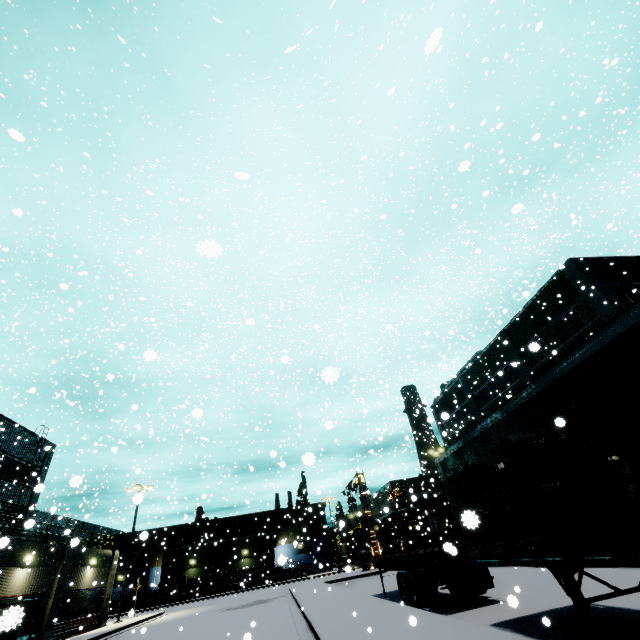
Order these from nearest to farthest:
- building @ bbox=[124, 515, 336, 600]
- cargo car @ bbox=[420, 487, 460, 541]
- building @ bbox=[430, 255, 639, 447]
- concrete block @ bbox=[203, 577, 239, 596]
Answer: building @ bbox=[430, 255, 639, 447] → cargo car @ bbox=[420, 487, 460, 541] → concrete block @ bbox=[203, 577, 239, 596] → building @ bbox=[124, 515, 336, 600]

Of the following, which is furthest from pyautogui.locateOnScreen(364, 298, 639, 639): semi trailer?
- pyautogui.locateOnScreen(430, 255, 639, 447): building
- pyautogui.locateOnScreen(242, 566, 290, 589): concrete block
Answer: pyautogui.locateOnScreen(242, 566, 290, 589): concrete block

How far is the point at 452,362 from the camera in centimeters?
5819cm

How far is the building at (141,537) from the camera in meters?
48.1

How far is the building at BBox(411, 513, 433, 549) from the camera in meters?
30.4 m

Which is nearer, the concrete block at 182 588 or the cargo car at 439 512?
the cargo car at 439 512

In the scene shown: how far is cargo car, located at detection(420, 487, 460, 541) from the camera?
29.01m

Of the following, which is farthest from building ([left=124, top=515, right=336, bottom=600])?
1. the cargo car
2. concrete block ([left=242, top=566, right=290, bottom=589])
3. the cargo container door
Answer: the cargo container door
